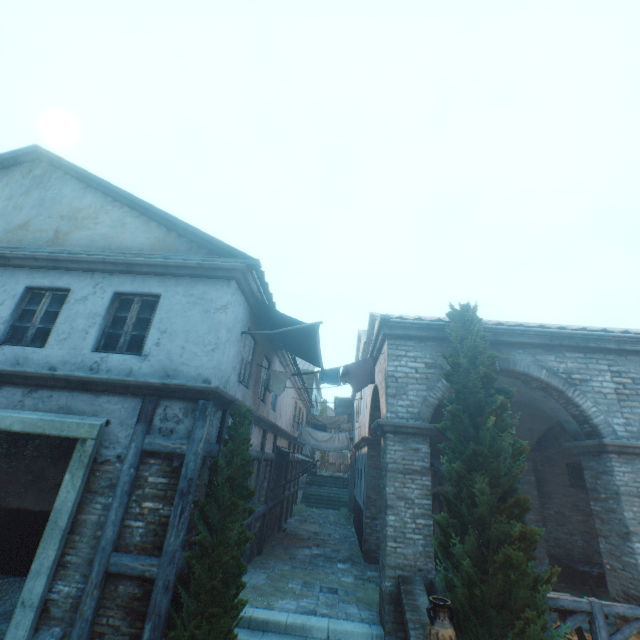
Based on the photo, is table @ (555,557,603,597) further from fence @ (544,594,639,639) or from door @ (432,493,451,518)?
fence @ (544,594,639,639)

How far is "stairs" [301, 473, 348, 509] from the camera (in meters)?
22.64

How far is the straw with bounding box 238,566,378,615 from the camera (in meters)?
7.29

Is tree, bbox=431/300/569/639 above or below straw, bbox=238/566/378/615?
above

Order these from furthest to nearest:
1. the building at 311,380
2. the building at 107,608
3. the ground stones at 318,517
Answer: the building at 311,380 < the ground stones at 318,517 < the building at 107,608

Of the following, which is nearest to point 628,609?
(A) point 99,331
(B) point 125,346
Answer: (B) point 125,346

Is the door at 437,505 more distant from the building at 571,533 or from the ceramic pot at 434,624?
the ceramic pot at 434,624

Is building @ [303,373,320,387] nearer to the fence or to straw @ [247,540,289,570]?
straw @ [247,540,289,570]
